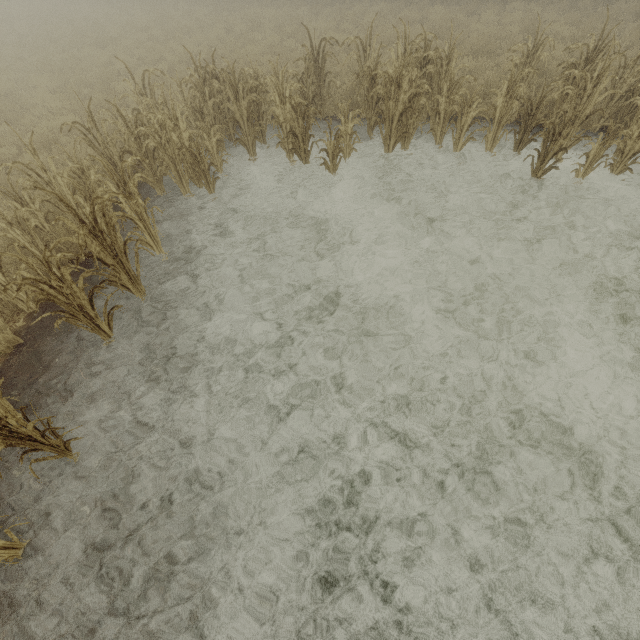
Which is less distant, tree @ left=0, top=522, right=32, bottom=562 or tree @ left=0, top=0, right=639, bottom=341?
tree @ left=0, top=522, right=32, bottom=562

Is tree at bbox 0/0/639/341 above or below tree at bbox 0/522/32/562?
above

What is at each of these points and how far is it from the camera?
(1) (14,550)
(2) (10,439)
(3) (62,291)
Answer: (1) tree, 3.2 meters
(2) tree, 3.1 meters
(3) tree, 4.4 meters

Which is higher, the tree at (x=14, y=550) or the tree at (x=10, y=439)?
the tree at (x=10, y=439)

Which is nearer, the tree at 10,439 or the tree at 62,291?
the tree at 10,439

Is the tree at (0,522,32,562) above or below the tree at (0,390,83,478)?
below
